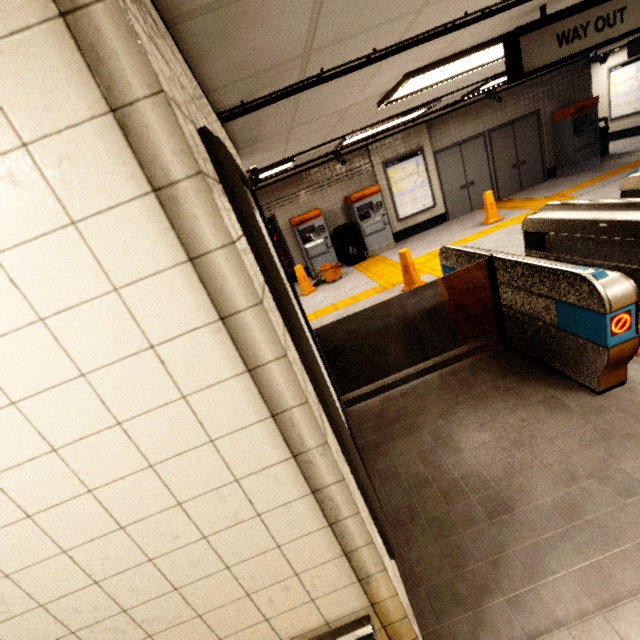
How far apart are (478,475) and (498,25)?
3.9m

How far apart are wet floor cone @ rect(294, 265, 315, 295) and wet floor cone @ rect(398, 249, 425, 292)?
2.9m

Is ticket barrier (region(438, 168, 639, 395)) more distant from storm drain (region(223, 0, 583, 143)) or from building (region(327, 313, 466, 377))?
storm drain (region(223, 0, 583, 143))

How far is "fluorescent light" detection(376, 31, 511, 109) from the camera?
3.27m

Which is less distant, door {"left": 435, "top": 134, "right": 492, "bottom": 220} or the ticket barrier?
the ticket barrier

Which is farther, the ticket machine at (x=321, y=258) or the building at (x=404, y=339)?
the ticket machine at (x=321, y=258)

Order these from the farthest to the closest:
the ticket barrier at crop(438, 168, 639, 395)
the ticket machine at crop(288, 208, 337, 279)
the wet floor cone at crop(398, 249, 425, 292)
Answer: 1. the ticket machine at crop(288, 208, 337, 279)
2. the wet floor cone at crop(398, 249, 425, 292)
3. the ticket barrier at crop(438, 168, 639, 395)

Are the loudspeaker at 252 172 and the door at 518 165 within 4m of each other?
no
